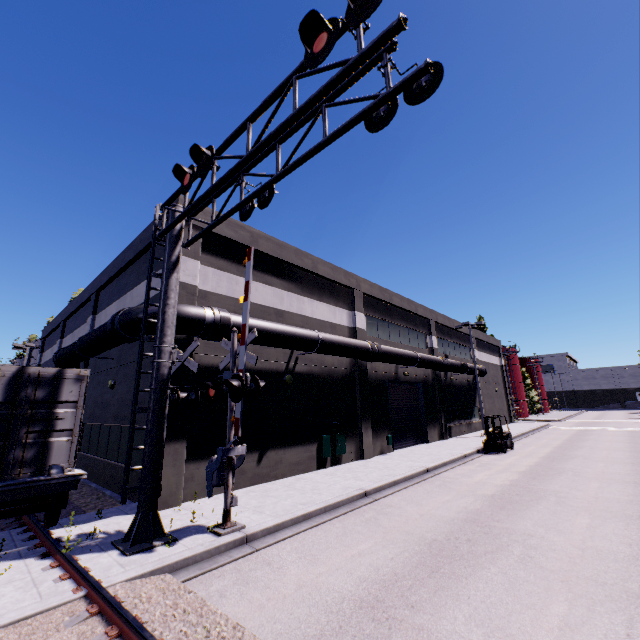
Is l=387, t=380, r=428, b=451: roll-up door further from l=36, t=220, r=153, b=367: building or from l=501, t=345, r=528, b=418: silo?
l=501, t=345, r=528, b=418: silo

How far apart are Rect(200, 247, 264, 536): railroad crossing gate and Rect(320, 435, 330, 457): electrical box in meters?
7.3

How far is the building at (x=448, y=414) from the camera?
13.2m

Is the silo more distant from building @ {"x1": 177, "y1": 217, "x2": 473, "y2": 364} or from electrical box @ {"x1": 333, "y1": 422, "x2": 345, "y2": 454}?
electrical box @ {"x1": 333, "y1": 422, "x2": 345, "y2": 454}

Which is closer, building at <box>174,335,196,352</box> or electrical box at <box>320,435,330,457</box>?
building at <box>174,335,196,352</box>

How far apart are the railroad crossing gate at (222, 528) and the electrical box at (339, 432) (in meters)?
7.27

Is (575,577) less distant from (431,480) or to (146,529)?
(431,480)

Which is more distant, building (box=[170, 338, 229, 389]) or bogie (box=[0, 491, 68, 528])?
building (box=[170, 338, 229, 389])
